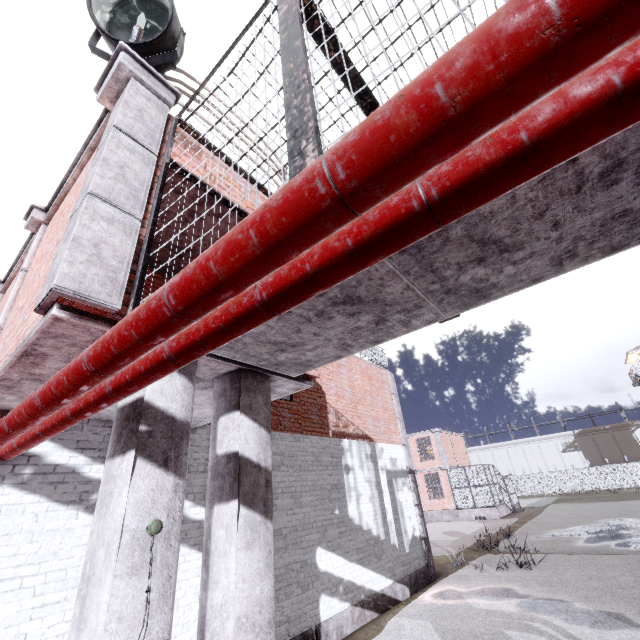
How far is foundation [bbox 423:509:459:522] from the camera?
26.09m

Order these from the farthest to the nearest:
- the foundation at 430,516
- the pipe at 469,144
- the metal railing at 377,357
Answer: the foundation at 430,516 → the metal railing at 377,357 → the pipe at 469,144

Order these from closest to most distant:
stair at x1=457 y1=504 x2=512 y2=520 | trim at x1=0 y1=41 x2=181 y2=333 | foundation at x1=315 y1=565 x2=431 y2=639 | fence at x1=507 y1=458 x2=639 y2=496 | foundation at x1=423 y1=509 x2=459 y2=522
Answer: trim at x1=0 y1=41 x2=181 y2=333 < foundation at x1=315 y1=565 x2=431 y2=639 < stair at x1=457 y1=504 x2=512 y2=520 < foundation at x1=423 y1=509 x2=459 y2=522 < fence at x1=507 y1=458 x2=639 y2=496

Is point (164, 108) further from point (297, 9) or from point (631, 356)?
point (631, 356)

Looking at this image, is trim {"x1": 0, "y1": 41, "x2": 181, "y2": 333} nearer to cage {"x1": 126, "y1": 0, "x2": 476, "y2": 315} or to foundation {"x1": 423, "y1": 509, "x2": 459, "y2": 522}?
cage {"x1": 126, "y1": 0, "x2": 476, "y2": 315}

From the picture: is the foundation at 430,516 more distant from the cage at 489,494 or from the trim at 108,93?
the trim at 108,93

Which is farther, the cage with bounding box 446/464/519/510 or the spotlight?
the cage with bounding box 446/464/519/510

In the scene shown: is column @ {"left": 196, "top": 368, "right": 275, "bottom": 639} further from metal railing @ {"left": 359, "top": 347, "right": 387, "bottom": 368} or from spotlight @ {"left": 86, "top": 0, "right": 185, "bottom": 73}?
spotlight @ {"left": 86, "top": 0, "right": 185, "bottom": 73}
